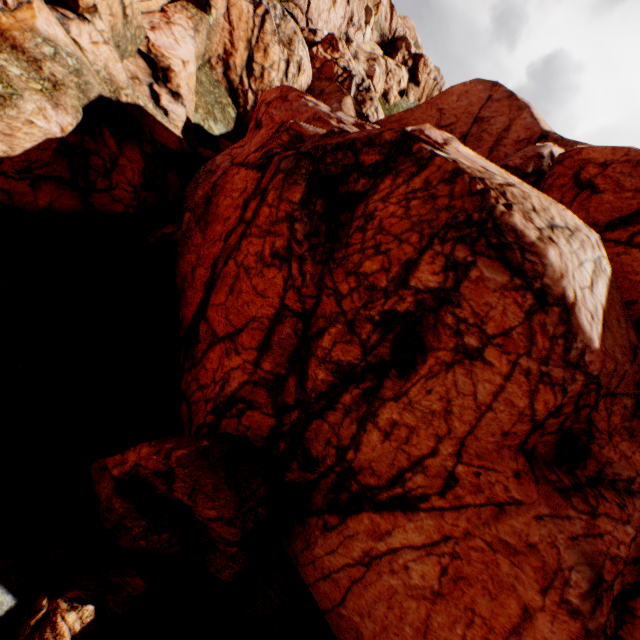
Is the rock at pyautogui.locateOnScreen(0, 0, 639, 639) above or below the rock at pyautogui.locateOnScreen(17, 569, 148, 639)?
above

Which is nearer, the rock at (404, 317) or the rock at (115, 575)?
the rock at (115, 575)

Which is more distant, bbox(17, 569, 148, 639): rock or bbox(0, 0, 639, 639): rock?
bbox(0, 0, 639, 639): rock

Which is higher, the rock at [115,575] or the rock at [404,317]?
the rock at [404,317]

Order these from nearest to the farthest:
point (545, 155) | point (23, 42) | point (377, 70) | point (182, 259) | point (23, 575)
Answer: point (23, 575), point (23, 42), point (182, 259), point (545, 155), point (377, 70)
